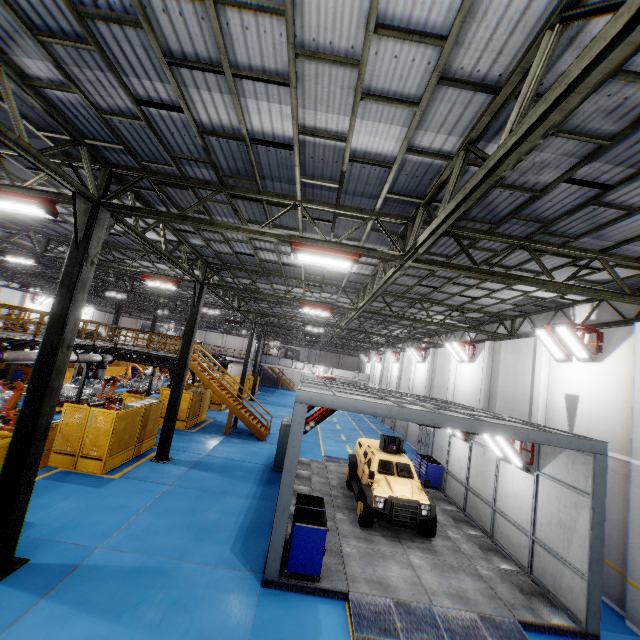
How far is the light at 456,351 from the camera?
18.78m

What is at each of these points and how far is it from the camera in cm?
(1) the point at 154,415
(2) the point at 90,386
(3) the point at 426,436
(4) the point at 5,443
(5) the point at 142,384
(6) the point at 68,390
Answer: (1) metal panel, 1512
(2) chassis, 2288
(3) cabinet, 2189
(4) metal panel, 800
(5) chassis, 2820
(6) chassis, 2028

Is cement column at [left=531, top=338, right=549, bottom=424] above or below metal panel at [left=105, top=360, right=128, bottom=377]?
above

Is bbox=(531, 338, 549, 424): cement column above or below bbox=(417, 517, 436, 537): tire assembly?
above

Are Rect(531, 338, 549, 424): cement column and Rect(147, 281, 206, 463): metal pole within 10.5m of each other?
no

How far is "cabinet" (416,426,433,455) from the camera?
21.10m

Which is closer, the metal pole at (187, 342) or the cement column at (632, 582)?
the cement column at (632, 582)

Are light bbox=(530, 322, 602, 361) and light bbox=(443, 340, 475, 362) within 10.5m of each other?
yes
